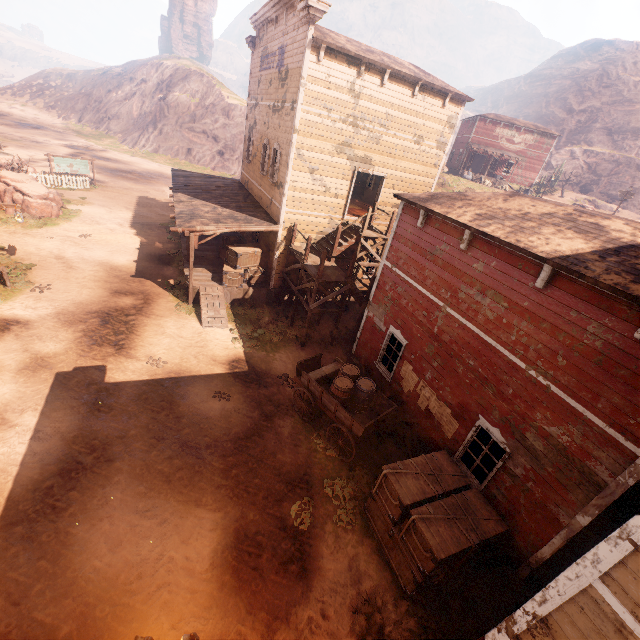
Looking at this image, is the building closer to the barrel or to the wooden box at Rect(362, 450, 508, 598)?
the wooden box at Rect(362, 450, 508, 598)

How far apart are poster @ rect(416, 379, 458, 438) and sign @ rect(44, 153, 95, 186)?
32.8 meters

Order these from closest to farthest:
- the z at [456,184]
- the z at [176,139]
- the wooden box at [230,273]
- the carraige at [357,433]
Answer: A: the z at [176,139], the carraige at [357,433], the wooden box at [230,273], the z at [456,184]

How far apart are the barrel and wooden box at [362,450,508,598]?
2.1m

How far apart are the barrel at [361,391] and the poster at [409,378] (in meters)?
0.89

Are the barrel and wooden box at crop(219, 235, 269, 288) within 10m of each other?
yes

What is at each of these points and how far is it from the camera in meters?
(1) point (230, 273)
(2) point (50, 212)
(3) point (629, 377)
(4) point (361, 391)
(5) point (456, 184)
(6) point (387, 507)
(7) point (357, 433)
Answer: (1) wooden box, 15.3 m
(2) instancedfoliageactor, 20.3 m
(3) building, 5.2 m
(4) barrel, 9.7 m
(5) z, 36.9 m
(6) wooden box, 7.6 m
(7) carraige, 9.1 m

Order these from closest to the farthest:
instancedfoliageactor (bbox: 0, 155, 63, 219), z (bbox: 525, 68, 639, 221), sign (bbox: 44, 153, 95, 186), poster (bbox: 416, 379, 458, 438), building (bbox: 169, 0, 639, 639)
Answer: building (bbox: 169, 0, 639, 639), poster (bbox: 416, 379, 458, 438), instancedfoliageactor (bbox: 0, 155, 63, 219), sign (bbox: 44, 153, 95, 186), z (bbox: 525, 68, 639, 221)
